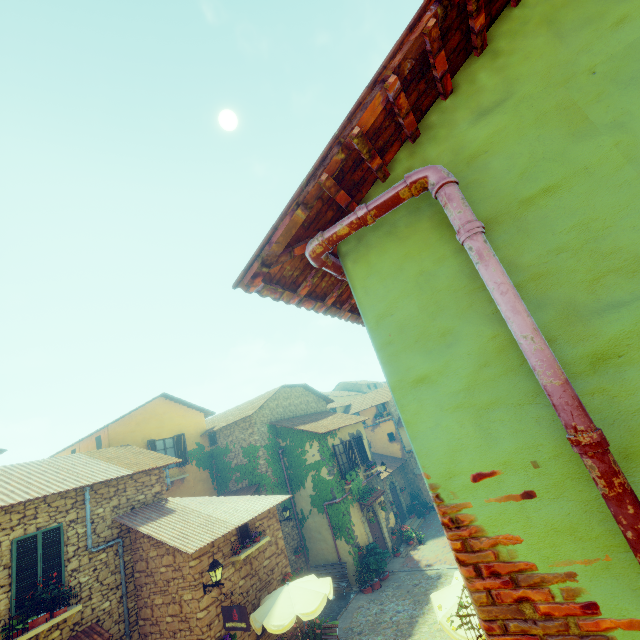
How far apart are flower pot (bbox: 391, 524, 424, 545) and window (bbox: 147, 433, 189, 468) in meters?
13.1 m

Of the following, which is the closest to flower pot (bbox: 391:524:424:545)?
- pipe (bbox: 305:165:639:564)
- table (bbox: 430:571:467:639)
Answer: table (bbox: 430:571:467:639)

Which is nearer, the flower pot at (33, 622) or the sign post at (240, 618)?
the flower pot at (33, 622)

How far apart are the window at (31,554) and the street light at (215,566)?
3.6 meters

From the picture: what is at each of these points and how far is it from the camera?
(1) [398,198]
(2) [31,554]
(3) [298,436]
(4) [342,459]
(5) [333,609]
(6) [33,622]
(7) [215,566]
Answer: (1) pipe, 1.77m
(2) window, 8.39m
(3) vines, 17.73m
(4) window, 17.83m
(5) stair, 13.63m
(6) flower pot, 7.75m
(7) street light, 8.98m

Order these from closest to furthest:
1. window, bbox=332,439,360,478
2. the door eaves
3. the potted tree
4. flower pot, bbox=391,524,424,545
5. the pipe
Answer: the pipe < the door eaves < the potted tree < window, bbox=332,439,360,478 < flower pot, bbox=391,524,424,545

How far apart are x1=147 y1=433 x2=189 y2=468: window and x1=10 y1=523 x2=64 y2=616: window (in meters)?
6.54

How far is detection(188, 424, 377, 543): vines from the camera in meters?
16.2 m
